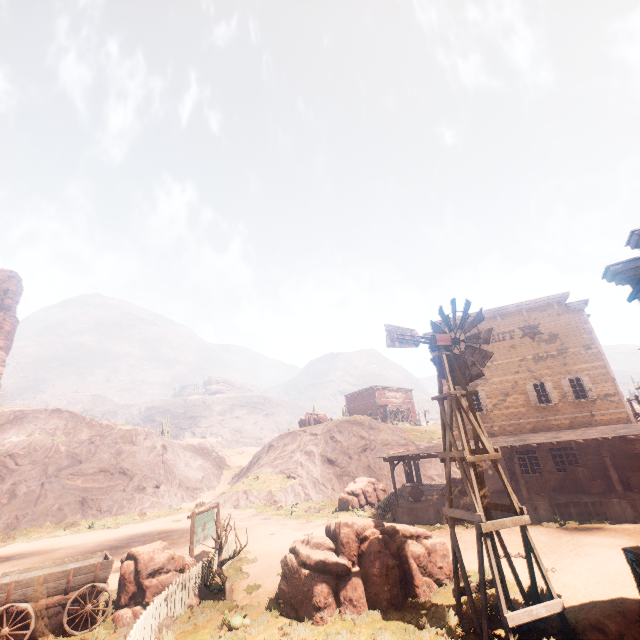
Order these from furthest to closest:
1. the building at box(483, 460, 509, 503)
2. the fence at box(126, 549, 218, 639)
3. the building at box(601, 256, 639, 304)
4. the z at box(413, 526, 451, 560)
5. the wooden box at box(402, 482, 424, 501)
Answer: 1. the wooden box at box(402, 482, 424, 501)
2. the building at box(483, 460, 509, 503)
3. the z at box(413, 526, 451, 560)
4. the building at box(601, 256, 639, 304)
5. the fence at box(126, 549, 218, 639)

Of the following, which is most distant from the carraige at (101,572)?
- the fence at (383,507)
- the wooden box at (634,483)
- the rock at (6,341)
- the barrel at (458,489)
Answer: the rock at (6,341)

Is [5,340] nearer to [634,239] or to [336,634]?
[336,634]

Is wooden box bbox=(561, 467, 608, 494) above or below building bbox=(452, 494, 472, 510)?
above

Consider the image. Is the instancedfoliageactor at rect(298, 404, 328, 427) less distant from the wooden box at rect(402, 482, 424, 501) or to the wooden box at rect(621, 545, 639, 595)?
the wooden box at rect(402, 482, 424, 501)

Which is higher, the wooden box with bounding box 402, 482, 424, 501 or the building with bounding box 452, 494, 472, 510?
the wooden box with bounding box 402, 482, 424, 501

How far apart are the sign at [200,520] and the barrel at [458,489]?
13.8m

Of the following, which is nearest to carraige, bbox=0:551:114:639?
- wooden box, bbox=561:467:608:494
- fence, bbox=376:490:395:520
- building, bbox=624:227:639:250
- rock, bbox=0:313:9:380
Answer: building, bbox=624:227:639:250
